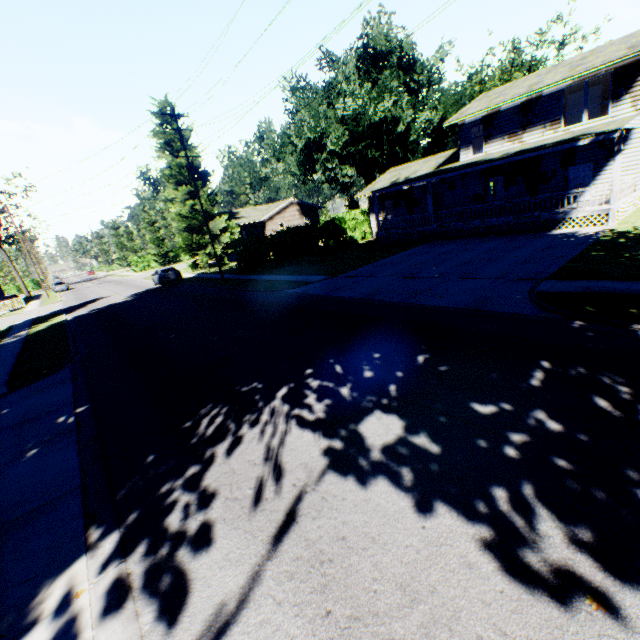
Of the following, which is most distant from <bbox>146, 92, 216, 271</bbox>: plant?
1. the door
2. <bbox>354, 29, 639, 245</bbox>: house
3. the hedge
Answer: the door

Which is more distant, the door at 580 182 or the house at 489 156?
the door at 580 182

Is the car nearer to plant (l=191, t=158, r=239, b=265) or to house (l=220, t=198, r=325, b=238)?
plant (l=191, t=158, r=239, b=265)

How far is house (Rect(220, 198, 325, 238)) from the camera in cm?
4675

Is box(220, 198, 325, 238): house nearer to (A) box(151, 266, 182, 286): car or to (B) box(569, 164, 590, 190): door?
(B) box(569, 164, 590, 190): door

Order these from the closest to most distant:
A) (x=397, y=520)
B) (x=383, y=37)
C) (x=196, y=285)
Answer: (x=397, y=520) → (x=196, y=285) → (x=383, y=37)

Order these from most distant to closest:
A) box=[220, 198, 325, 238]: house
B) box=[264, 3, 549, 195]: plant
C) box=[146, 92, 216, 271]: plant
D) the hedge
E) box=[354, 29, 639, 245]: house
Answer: box=[220, 198, 325, 238]: house → box=[264, 3, 549, 195]: plant → box=[146, 92, 216, 271]: plant → the hedge → box=[354, 29, 639, 245]: house

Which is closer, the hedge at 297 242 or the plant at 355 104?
the hedge at 297 242
